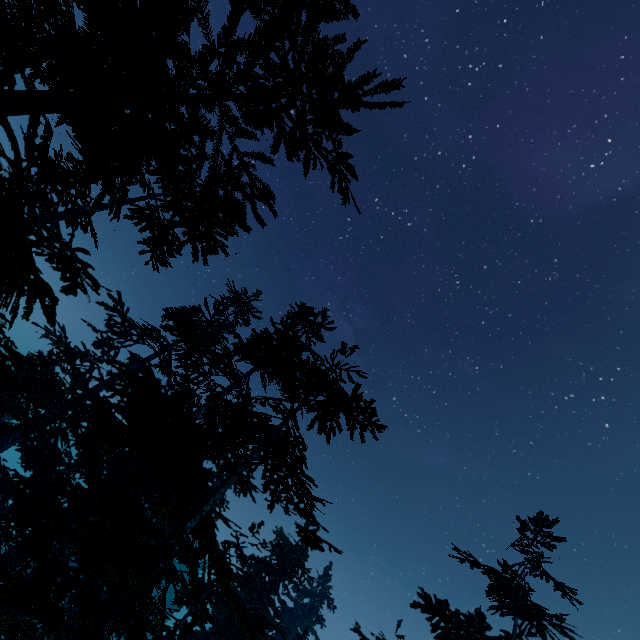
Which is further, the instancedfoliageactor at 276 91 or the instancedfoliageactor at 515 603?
the instancedfoliageactor at 515 603

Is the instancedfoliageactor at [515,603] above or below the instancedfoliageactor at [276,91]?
above

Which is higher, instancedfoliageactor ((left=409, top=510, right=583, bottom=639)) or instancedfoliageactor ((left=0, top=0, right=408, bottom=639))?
instancedfoliageactor ((left=409, top=510, right=583, bottom=639))

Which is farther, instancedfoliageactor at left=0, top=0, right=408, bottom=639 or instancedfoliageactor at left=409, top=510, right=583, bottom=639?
instancedfoliageactor at left=409, top=510, right=583, bottom=639

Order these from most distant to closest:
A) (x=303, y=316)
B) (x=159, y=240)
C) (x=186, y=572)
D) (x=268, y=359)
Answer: (x=303, y=316) < (x=268, y=359) < (x=159, y=240) < (x=186, y=572)
